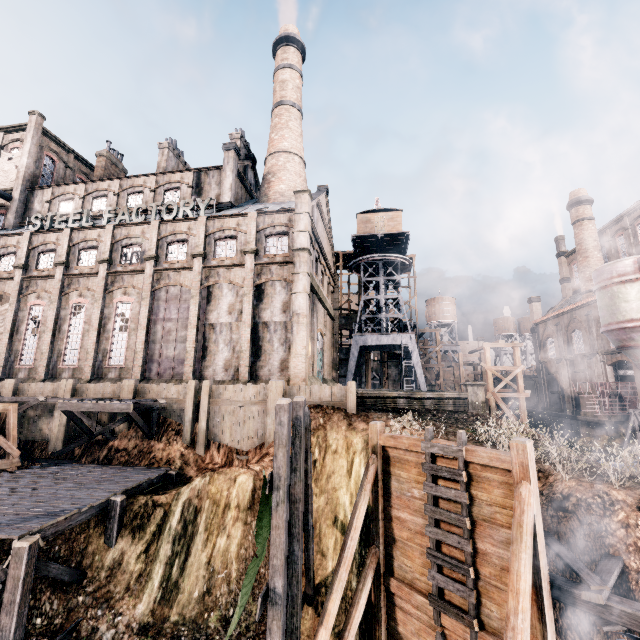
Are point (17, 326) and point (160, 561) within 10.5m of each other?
no

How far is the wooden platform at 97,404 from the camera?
18.5m

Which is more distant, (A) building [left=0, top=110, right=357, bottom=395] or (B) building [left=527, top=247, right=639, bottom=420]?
(B) building [left=527, top=247, right=639, bottom=420]

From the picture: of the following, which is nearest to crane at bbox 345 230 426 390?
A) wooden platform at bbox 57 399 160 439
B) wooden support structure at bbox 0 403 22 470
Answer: wooden platform at bbox 57 399 160 439

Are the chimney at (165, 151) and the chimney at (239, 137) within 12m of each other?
yes

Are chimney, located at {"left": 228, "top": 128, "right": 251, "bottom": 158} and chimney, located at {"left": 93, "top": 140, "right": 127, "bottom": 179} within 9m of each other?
no

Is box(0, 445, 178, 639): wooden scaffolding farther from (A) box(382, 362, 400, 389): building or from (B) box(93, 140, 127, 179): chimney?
(B) box(93, 140, 127, 179): chimney

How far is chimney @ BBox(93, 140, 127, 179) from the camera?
40.6m
